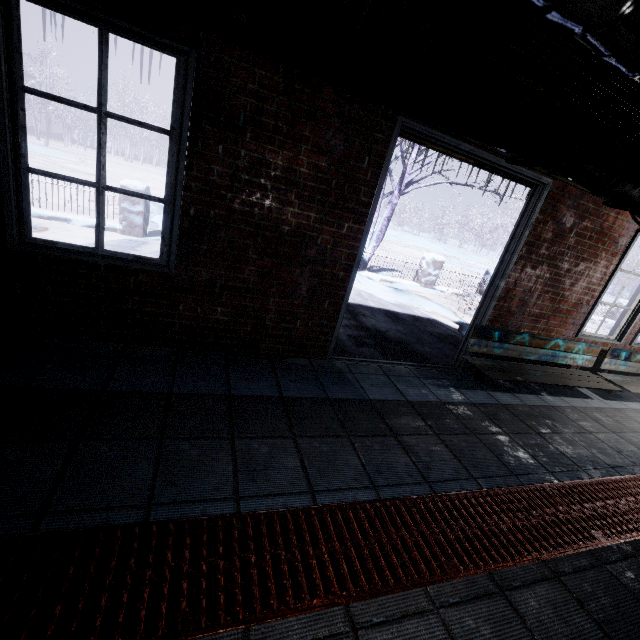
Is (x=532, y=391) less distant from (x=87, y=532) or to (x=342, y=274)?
(x=342, y=274)

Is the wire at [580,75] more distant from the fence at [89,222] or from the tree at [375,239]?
the fence at [89,222]

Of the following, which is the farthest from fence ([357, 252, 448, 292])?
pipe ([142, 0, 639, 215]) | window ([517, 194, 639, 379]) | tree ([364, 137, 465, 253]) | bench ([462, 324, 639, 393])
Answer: pipe ([142, 0, 639, 215])

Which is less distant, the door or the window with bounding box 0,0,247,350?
the window with bounding box 0,0,247,350

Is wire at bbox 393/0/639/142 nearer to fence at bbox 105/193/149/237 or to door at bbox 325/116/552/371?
door at bbox 325/116/552/371

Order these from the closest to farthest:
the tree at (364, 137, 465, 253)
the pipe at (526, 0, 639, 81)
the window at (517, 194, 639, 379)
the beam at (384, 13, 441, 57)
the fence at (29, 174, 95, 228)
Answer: the pipe at (526, 0, 639, 81), the beam at (384, 13, 441, 57), the window at (517, 194, 639, 379), the fence at (29, 174, 95, 228), the tree at (364, 137, 465, 253)

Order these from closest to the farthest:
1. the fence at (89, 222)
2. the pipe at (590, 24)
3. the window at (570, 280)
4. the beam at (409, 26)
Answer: the pipe at (590, 24)
the beam at (409, 26)
the window at (570, 280)
the fence at (89, 222)

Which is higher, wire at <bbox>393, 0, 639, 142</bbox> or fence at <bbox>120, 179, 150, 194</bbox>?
wire at <bbox>393, 0, 639, 142</bbox>
